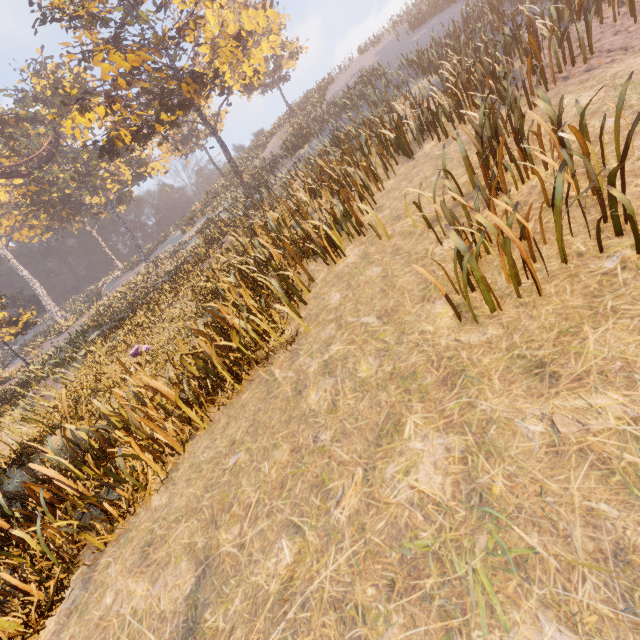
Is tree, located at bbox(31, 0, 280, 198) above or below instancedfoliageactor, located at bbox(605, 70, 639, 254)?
above

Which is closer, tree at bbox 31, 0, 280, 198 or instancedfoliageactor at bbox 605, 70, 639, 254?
instancedfoliageactor at bbox 605, 70, 639, 254

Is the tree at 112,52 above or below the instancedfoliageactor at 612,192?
above

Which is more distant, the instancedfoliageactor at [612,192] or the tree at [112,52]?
the tree at [112,52]

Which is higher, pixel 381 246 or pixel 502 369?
pixel 381 246
